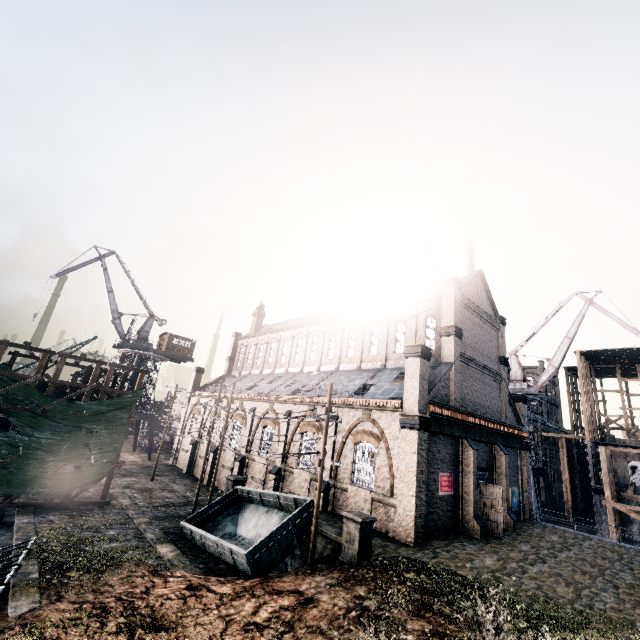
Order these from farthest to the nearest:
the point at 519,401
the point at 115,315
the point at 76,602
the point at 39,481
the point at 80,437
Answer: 1. the point at 115,315
2. the point at 519,401
3. the point at 80,437
4. the point at 39,481
5. the point at 76,602

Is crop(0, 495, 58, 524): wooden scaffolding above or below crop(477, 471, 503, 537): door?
below

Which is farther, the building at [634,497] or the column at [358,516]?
the building at [634,497]

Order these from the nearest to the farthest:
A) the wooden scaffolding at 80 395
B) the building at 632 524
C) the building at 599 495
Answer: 1. the wooden scaffolding at 80 395
2. the building at 632 524
3. the building at 599 495

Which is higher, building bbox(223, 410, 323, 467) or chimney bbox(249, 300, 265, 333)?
chimney bbox(249, 300, 265, 333)

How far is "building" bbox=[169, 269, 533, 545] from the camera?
20.0m

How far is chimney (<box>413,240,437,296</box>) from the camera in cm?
2953

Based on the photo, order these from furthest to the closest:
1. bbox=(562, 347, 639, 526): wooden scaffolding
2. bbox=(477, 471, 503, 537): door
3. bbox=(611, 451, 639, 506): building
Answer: bbox=(611, 451, 639, 506): building < bbox=(562, 347, 639, 526): wooden scaffolding < bbox=(477, 471, 503, 537): door
